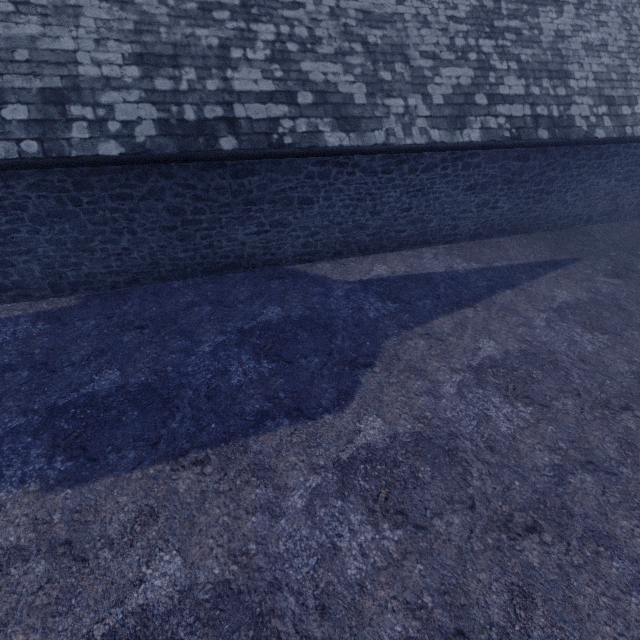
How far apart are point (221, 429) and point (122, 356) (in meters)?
2.58
